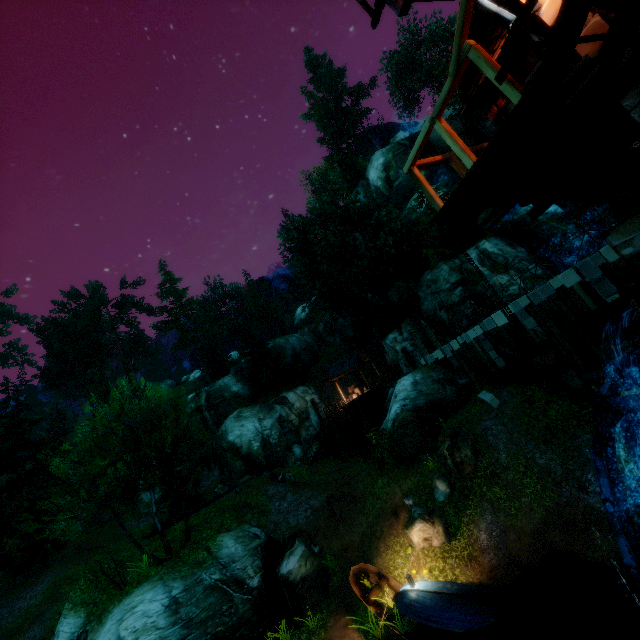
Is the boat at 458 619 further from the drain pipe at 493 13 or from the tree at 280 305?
the drain pipe at 493 13

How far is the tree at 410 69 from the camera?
39.53m

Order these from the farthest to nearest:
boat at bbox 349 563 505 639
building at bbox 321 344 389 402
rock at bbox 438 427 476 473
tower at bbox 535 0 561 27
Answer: building at bbox 321 344 389 402 → rock at bbox 438 427 476 473 → boat at bbox 349 563 505 639 → tower at bbox 535 0 561 27

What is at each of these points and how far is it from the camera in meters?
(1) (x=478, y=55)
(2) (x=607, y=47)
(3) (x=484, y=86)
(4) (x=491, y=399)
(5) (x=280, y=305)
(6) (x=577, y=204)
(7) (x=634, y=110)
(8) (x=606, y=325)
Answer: (1) rail, 3.3 m
(2) stairs, 3.3 m
(3) gutter, 5.8 m
(4) stone, 17.4 m
(5) tree, 53.6 m
(6) building, 5.5 m
(7) tower, 3.5 m
(8) drain, 6.0 m

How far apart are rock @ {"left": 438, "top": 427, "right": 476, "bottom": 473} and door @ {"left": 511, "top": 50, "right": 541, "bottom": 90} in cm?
1392

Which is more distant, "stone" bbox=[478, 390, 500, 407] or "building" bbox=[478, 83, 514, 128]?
"stone" bbox=[478, 390, 500, 407]

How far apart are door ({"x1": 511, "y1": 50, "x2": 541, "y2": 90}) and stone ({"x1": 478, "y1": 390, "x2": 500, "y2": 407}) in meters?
14.9 m

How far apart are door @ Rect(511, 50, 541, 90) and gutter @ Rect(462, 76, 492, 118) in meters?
0.3
